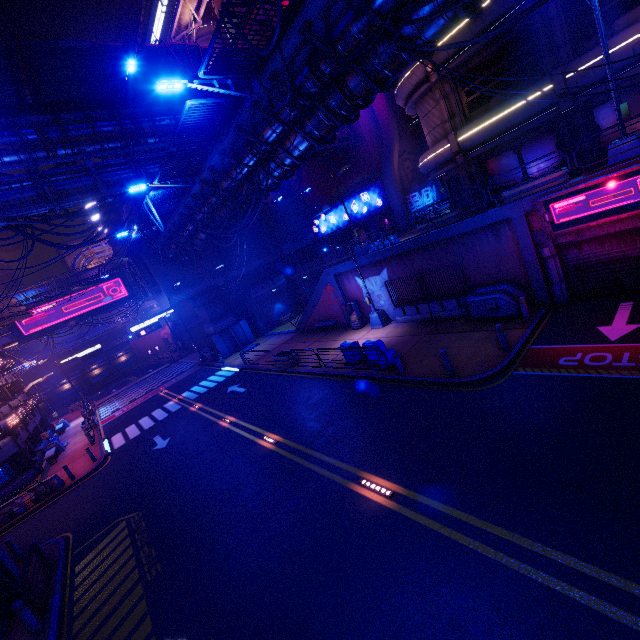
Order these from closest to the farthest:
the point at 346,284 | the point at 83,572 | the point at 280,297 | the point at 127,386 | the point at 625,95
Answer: the point at 83,572 → the point at 625,95 → the point at 346,284 → the point at 280,297 → the point at 127,386

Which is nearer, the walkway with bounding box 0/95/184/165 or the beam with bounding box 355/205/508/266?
the beam with bounding box 355/205/508/266

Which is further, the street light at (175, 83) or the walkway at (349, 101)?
the street light at (175, 83)

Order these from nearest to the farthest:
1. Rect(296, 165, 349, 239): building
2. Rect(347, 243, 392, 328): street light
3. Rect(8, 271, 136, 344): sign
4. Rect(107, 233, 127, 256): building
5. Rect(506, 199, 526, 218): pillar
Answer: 1. Rect(506, 199, 526, 218): pillar
2. Rect(347, 243, 392, 328): street light
3. Rect(296, 165, 349, 239): building
4. Rect(8, 271, 136, 344): sign
5. Rect(107, 233, 127, 256): building

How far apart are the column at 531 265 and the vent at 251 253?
27.78m

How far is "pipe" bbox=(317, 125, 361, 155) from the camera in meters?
29.4

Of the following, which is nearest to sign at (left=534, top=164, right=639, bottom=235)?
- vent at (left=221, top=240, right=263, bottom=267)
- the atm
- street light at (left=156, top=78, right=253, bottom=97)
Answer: street light at (left=156, top=78, right=253, bottom=97)

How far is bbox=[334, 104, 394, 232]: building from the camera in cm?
3172
